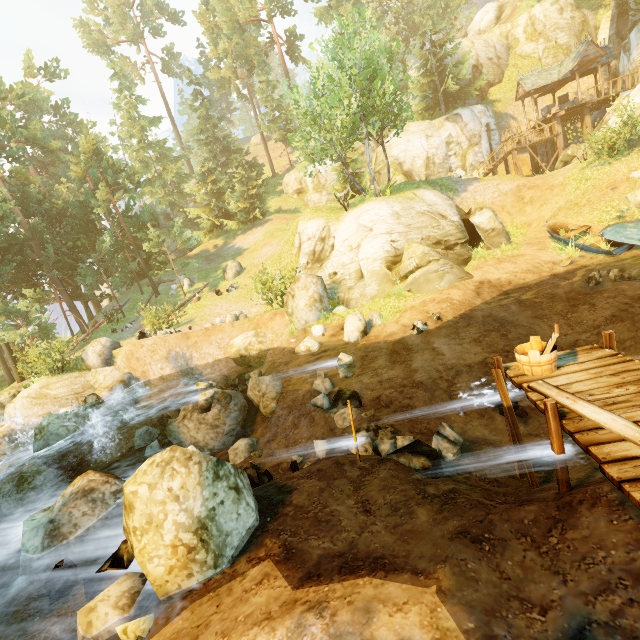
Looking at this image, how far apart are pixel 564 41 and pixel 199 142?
41.6m

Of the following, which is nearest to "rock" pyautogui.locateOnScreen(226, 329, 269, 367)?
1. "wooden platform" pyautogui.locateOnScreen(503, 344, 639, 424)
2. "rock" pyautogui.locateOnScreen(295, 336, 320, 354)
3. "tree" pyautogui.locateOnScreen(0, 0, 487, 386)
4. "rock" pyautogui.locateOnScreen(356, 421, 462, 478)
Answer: "rock" pyautogui.locateOnScreen(295, 336, 320, 354)

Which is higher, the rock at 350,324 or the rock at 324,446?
the rock at 350,324

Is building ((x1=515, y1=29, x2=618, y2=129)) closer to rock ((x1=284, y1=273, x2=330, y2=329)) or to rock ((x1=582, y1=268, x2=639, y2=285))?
rock ((x1=582, y1=268, x2=639, y2=285))

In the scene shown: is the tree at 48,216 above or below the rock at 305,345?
above

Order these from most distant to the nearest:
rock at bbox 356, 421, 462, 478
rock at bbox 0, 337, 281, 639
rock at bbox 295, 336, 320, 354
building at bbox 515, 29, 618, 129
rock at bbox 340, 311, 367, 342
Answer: building at bbox 515, 29, 618, 129, rock at bbox 295, 336, 320, 354, rock at bbox 340, 311, 367, 342, rock at bbox 356, 421, 462, 478, rock at bbox 0, 337, 281, 639

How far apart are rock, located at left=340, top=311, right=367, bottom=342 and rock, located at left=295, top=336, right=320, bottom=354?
1.0 meters

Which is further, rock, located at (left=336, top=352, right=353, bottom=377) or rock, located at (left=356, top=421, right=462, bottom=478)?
rock, located at (left=336, top=352, right=353, bottom=377)
